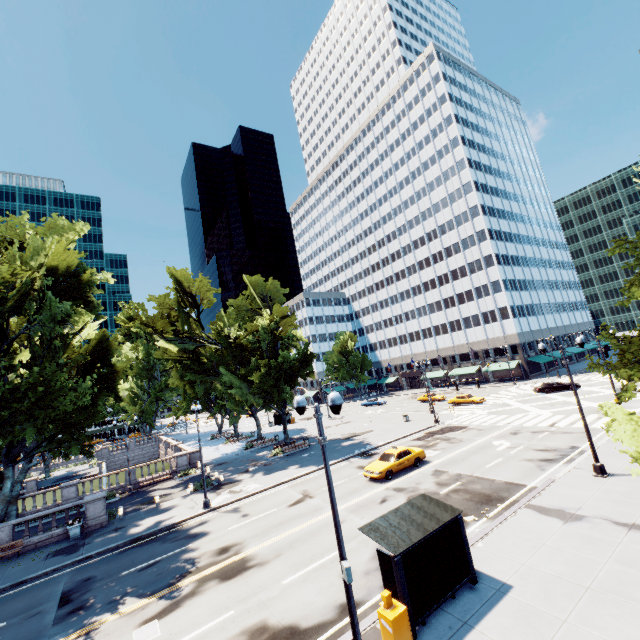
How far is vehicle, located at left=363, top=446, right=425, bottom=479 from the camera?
22.3m

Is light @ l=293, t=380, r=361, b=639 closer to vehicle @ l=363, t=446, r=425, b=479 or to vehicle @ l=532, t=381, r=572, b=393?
vehicle @ l=363, t=446, r=425, b=479

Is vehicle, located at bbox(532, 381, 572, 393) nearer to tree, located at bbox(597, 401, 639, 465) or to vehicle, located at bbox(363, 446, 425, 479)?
tree, located at bbox(597, 401, 639, 465)

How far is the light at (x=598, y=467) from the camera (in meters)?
16.70

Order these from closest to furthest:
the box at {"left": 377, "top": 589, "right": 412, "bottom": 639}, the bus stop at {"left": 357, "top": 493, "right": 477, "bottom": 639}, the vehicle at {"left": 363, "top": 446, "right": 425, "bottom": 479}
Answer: the box at {"left": 377, "top": 589, "right": 412, "bottom": 639} < the bus stop at {"left": 357, "top": 493, "right": 477, "bottom": 639} < the vehicle at {"left": 363, "top": 446, "right": 425, "bottom": 479}

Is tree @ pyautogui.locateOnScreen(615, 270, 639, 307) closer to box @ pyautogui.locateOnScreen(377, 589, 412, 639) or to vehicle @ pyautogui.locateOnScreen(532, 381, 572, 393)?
box @ pyautogui.locateOnScreen(377, 589, 412, 639)

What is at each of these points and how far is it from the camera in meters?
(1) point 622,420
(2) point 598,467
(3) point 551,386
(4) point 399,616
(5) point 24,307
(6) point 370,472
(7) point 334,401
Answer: (1) tree, 11.1
(2) light, 16.8
(3) vehicle, 43.1
(4) box, 8.7
(5) tree, 21.5
(6) vehicle, 22.6
(7) light, 8.0

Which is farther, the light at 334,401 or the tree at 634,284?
the tree at 634,284
